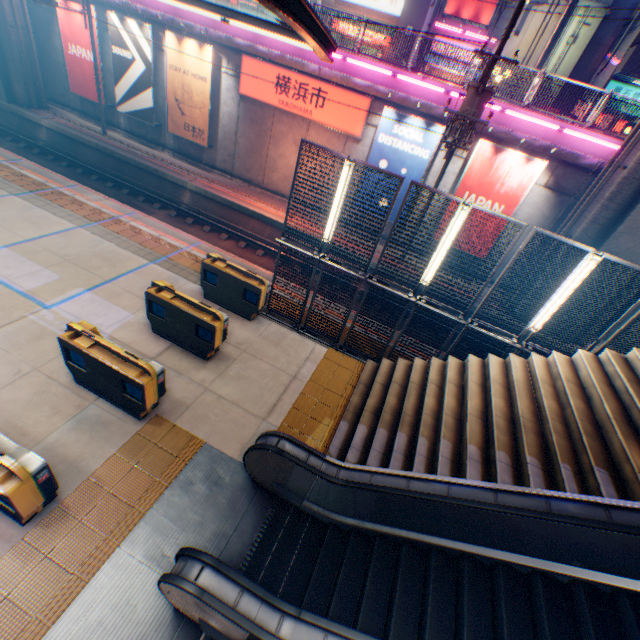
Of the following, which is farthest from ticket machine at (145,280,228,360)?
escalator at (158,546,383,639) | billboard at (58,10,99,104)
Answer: billboard at (58,10,99,104)

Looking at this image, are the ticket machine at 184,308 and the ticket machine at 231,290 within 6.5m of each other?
yes

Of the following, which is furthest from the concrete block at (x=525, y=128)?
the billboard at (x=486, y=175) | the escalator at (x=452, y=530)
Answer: the escalator at (x=452, y=530)

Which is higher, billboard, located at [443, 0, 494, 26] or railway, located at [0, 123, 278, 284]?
billboard, located at [443, 0, 494, 26]

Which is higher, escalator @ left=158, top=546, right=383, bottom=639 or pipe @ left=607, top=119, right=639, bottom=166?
pipe @ left=607, top=119, right=639, bottom=166

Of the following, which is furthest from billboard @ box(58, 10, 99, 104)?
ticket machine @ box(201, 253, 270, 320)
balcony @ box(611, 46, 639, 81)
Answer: balcony @ box(611, 46, 639, 81)

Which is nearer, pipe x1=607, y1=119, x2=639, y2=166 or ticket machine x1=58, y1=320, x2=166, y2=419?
ticket machine x1=58, y1=320, x2=166, y2=419

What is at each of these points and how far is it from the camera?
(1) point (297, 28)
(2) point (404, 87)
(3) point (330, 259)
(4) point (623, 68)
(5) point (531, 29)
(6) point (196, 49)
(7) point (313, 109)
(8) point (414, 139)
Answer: (1) canopy, 5.23m
(2) concrete block, 13.80m
(3) metal fence, 8.16m
(4) balcony, 17.44m
(5) building, 19.97m
(6) billboard, 15.27m
(7) sign, 15.12m
(8) billboard, 13.75m
